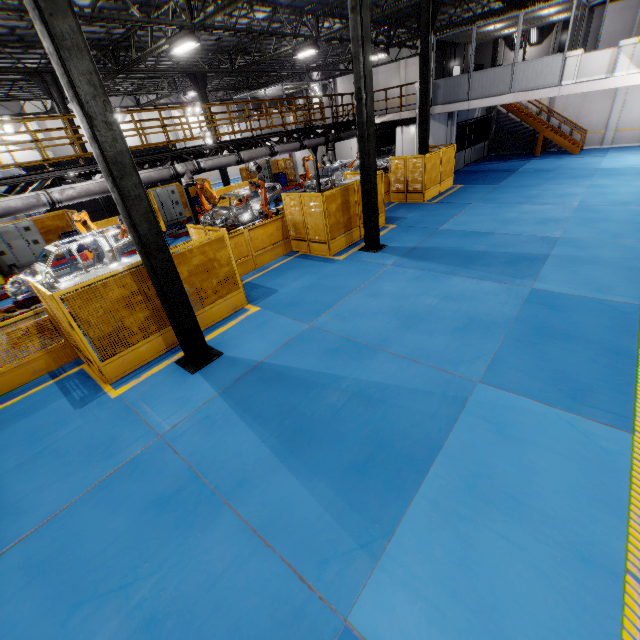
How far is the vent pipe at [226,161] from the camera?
12.0 meters

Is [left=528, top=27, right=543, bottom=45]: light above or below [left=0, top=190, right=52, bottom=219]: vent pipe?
above

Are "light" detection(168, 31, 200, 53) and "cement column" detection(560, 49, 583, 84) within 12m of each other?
no

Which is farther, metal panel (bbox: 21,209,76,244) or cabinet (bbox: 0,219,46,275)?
metal panel (bbox: 21,209,76,244)

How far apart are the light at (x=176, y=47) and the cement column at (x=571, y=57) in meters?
15.6 m

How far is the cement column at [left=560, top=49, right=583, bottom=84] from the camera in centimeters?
1380cm

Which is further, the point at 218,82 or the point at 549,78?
the point at 218,82

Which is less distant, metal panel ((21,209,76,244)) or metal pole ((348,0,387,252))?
metal pole ((348,0,387,252))
